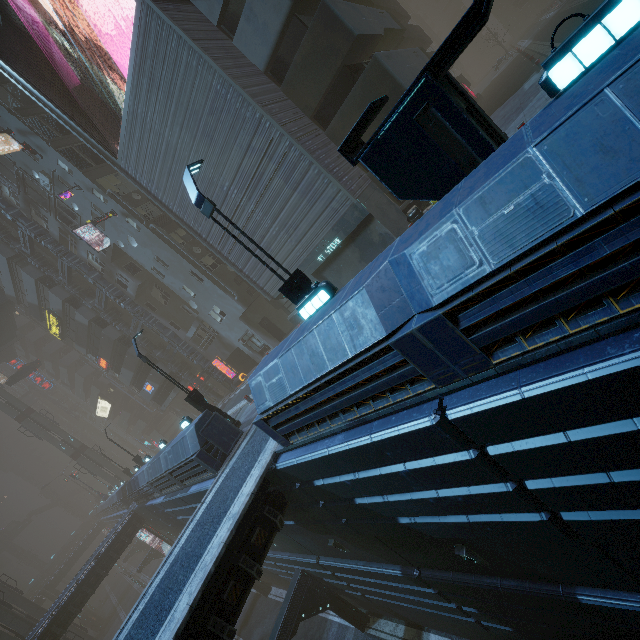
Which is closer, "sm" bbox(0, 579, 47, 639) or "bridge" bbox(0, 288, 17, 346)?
"sm" bbox(0, 579, 47, 639)

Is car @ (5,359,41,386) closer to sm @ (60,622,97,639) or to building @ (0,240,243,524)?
building @ (0,240,243,524)

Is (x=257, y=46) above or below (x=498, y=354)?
above

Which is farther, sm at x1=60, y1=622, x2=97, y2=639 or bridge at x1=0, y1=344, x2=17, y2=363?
bridge at x1=0, y1=344, x2=17, y2=363

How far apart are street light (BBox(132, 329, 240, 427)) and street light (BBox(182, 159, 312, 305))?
9.7 meters

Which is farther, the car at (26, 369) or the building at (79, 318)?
the car at (26, 369)

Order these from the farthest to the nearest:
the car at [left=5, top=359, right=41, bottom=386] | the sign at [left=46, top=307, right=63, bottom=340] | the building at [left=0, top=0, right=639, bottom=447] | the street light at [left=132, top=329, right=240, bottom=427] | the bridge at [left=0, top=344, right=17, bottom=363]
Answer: the bridge at [left=0, top=344, right=17, bottom=363] → the car at [left=5, top=359, right=41, bottom=386] → the sign at [left=46, top=307, right=63, bottom=340] → the street light at [left=132, top=329, right=240, bottom=427] → the building at [left=0, top=0, right=639, bottom=447]

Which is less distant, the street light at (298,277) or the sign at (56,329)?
the street light at (298,277)
